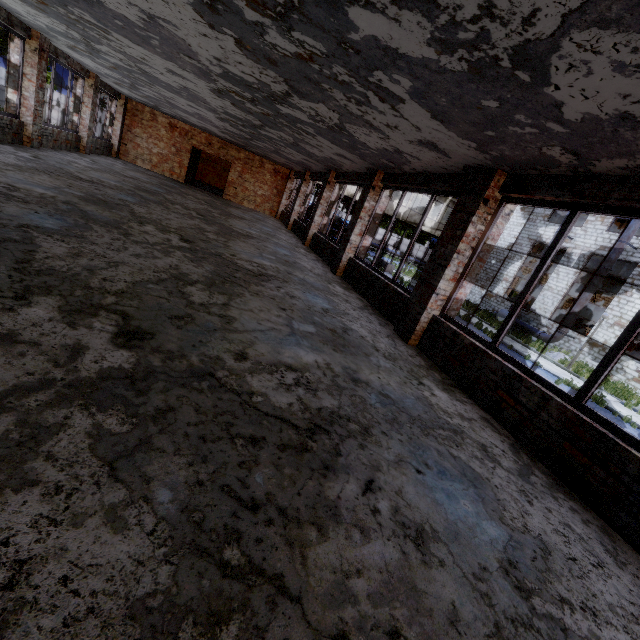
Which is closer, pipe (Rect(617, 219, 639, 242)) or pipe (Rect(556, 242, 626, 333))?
pipe (Rect(617, 219, 639, 242))

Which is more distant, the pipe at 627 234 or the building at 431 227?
the building at 431 227

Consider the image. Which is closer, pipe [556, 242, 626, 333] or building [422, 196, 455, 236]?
pipe [556, 242, 626, 333]

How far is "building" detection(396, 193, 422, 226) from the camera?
26.17m

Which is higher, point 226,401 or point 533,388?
point 533,388

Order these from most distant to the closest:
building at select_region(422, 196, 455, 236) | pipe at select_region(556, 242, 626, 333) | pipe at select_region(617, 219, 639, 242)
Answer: building at select_region(422, 196, 455, 236) → pipe at select_region(556, 242, 626, 333) → pipe at select_region(617, 219, 639, 242)
